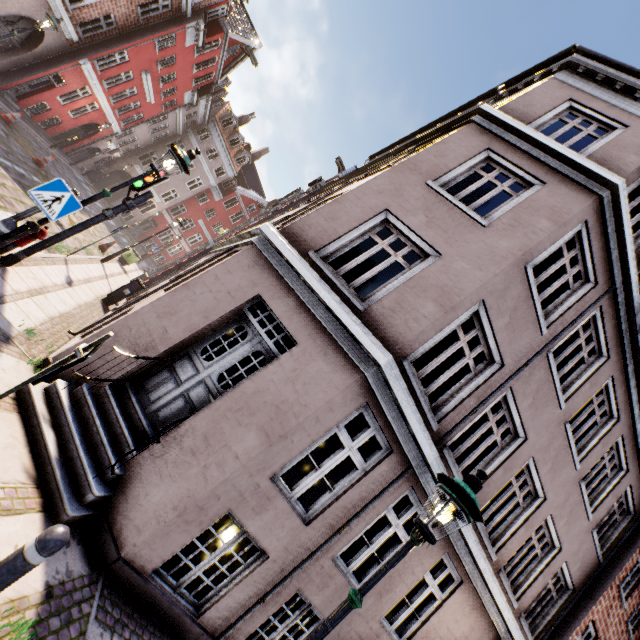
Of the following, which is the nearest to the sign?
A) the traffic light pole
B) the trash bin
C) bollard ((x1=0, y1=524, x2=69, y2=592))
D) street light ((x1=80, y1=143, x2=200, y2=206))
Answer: street light ((x1=80, y1=143, x2=200, y2=206))

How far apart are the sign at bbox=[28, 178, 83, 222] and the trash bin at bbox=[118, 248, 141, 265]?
14.3m

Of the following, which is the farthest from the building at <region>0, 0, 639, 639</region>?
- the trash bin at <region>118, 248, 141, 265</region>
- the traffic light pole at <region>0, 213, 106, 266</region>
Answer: the traffic light pole at <region>0, 213, 106, 266</region>

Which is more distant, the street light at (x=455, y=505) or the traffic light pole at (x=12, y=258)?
the traffic light pole at (x=12, y=258)

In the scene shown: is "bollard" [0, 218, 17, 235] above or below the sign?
below

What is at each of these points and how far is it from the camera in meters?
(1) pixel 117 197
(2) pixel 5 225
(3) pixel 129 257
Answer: (1) building, 32.4
(2) bollard, 4.5
(3) trash bin, 17.6

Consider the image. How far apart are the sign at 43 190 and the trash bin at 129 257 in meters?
14.3

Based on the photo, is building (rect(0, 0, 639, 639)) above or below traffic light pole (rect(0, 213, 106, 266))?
above
